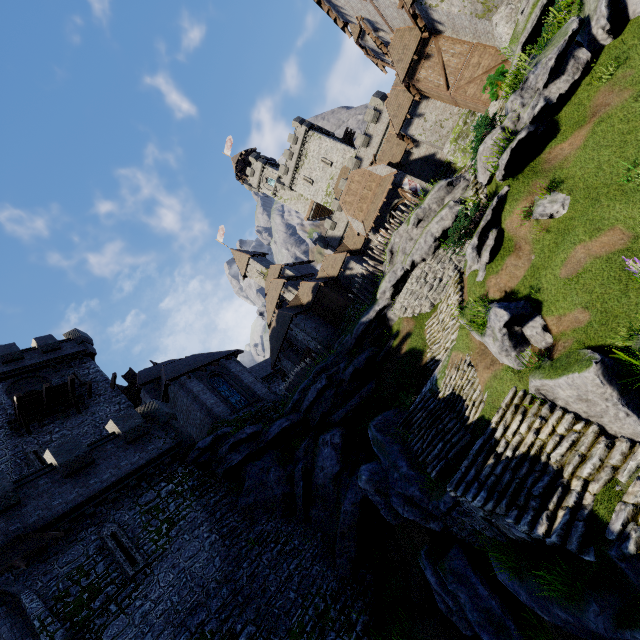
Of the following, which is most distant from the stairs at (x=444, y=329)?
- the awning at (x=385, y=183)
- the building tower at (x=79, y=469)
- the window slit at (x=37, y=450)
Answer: the window slit at (x=37, y=450)

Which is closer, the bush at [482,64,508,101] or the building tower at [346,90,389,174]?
the bush at [482,64,508,101]

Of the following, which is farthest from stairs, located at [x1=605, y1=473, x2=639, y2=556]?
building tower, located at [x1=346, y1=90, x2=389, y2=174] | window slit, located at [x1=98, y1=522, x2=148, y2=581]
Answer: building tower, located at [x1=346, y1=90, x2=389, y2=174]

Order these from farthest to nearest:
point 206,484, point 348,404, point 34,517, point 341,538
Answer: point 348,404 → point 206,484 → point 341,538 → point 34,517

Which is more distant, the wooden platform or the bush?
the wooden platform

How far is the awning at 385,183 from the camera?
28.4m

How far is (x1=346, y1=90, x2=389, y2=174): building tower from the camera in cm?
4141

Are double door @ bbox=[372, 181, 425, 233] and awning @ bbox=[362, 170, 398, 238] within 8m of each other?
yes
